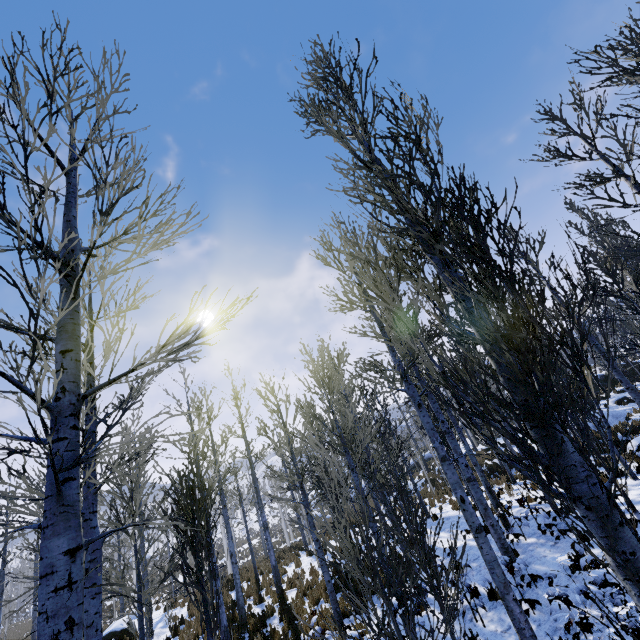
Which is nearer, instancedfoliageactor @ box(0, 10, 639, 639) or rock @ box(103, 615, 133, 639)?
instancedfoliageactor @ box(0, 10, 639, 639)

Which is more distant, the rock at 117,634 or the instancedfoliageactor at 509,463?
the rock at 117,634

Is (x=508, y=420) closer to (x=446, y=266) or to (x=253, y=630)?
(x=253, y=630)
